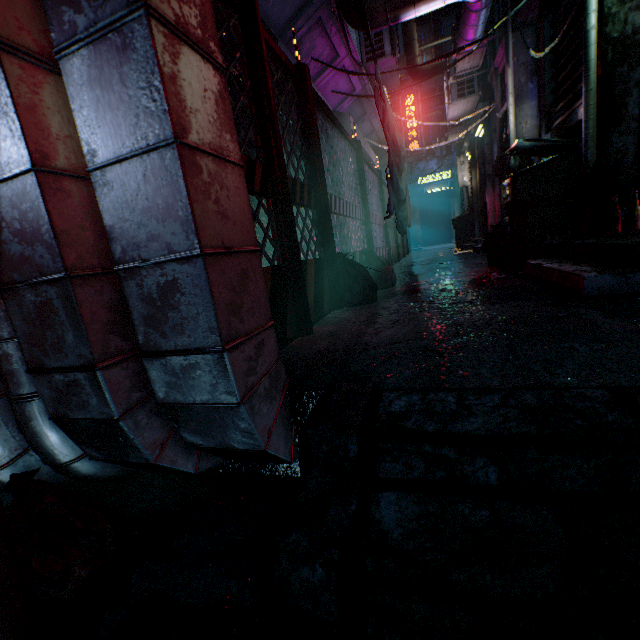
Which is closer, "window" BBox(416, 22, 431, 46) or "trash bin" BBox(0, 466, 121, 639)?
"trash bin" BBox(0, 466, 121, 639)

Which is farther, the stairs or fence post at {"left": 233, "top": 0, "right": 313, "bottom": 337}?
fence post at {"left": 233, "top": 0, "right": 313, "bottom": 337}

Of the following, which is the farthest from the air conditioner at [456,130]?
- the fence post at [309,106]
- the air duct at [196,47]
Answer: the air duct at [196,47]

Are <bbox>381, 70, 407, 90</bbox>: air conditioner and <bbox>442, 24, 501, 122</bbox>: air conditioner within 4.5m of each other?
yes

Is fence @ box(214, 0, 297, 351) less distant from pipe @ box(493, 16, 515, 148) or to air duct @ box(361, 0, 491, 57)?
air duct @ box(361, 0, 491, 57)

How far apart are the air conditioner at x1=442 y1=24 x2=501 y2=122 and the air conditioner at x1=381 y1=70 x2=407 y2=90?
1.0 meters

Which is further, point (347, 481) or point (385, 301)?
point (385, 301)

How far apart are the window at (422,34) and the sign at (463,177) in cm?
818
